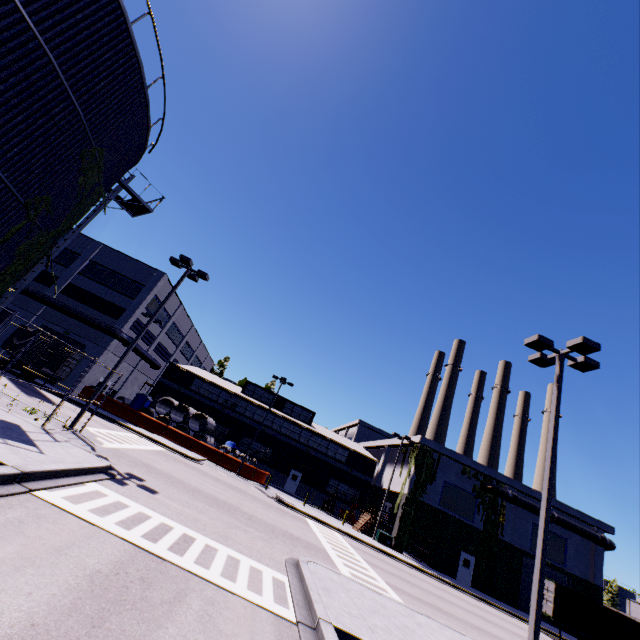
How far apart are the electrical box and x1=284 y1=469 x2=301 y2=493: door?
12.42m

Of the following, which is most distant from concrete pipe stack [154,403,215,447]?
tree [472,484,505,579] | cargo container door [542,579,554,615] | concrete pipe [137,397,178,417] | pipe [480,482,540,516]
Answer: pipe [480,482,540,516]

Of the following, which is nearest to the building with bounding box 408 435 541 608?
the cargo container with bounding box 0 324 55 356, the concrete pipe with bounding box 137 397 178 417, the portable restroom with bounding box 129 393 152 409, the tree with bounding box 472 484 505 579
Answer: the tree with bounding box 472 484 505 579

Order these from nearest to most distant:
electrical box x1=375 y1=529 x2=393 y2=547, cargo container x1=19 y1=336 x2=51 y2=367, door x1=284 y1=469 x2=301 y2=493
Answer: cargo container x1=19 y1=336 x2=51 y2=367
electrical box x1=375 y1=529 x2=393 y2=547
door x1=284 y1=469 x2=301 y2=493

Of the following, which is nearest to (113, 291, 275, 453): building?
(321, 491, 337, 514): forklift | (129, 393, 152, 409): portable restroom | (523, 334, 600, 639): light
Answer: (321, 491, 337, 514): forklift

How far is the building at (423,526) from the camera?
30.2 meters

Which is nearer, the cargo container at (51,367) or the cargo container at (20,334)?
the cargo container at (51,367)

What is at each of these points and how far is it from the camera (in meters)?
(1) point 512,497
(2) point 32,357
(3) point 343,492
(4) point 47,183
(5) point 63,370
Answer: (1) pipe, 31.81
(2) cargo container, 22.48
(3) building, 39.53
(4) silo, 10.31
(5) cargo container door, 22.61
